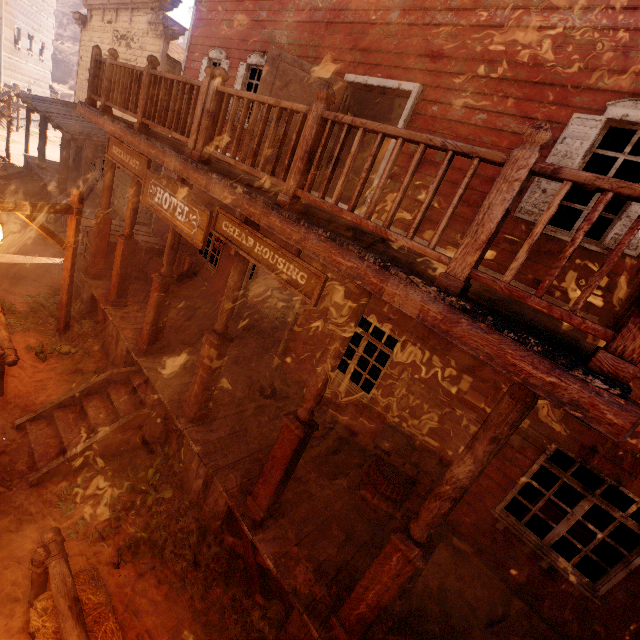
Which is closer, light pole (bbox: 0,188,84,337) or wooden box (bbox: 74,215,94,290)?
light pole (bbox: 0,188,84,337)

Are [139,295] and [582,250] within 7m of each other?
no

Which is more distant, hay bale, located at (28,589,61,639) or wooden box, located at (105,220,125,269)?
wooden box, located at (105,220,125,269)

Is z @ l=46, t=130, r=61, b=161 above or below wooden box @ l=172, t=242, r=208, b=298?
below

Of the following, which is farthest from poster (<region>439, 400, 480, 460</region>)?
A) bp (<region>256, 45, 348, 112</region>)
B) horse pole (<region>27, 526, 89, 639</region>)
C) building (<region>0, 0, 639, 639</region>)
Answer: horse pole (<region>27, 526, 89, 639</region>)

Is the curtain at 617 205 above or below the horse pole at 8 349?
above

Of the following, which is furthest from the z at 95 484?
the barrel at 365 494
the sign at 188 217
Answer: the sign at 188 217

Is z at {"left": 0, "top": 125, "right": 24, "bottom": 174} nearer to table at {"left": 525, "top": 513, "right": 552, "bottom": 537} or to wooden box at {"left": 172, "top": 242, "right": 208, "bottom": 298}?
wooden box at {"left": 172, "top": 242, "right": 208, "bottom": 298}
